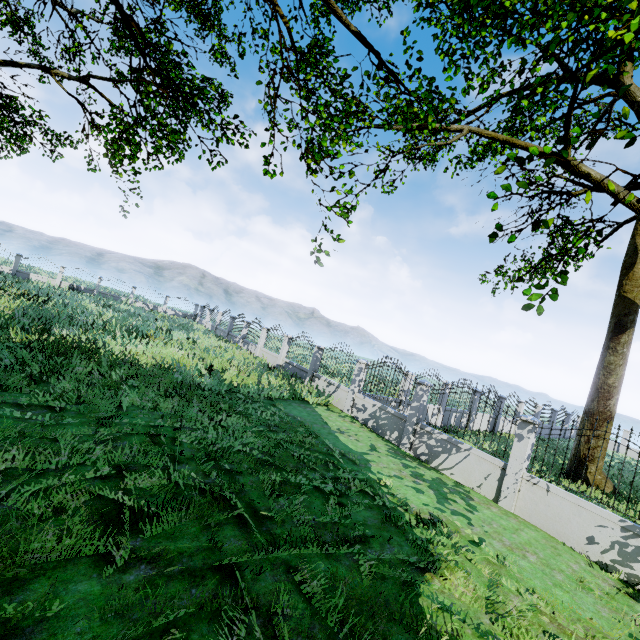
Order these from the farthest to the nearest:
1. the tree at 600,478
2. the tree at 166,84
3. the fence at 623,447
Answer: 1. the tree at 600,478
2. the tree at 166,84
3. the fence at 623,447

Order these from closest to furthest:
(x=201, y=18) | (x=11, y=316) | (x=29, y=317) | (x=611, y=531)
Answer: Answer:
1. (x=611, y=531)
2. (x=11, y=316)
3. (x=29, y=317)
4. (x=201, y=18)

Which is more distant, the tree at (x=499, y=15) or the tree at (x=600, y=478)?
the tree at (x=600, y=478)

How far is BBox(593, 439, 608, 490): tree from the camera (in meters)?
13.19

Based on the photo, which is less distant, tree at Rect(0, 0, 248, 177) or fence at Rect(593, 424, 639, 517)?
fence at Rect(593, 424, 639, 517)

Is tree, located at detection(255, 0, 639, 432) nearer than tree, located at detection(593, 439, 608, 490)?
Yes
